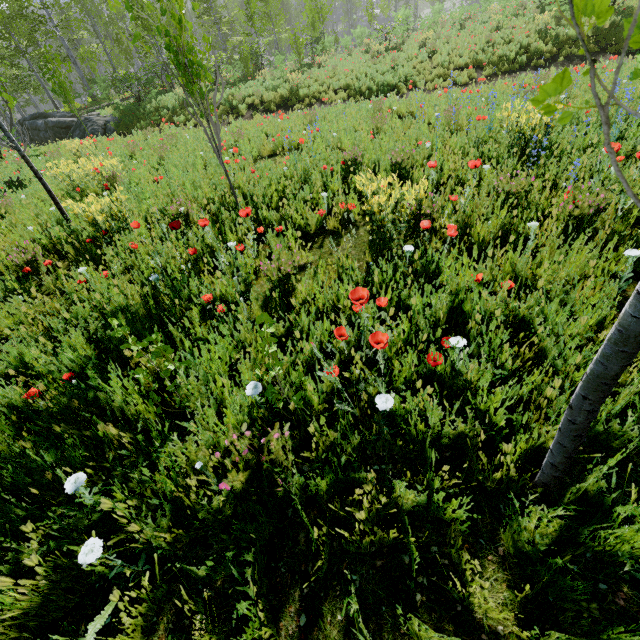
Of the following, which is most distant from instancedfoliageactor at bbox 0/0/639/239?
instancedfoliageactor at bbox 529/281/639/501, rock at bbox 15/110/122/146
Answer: instancedfoliageactor at bbox 529/281/639/501

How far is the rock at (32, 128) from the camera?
16.70m

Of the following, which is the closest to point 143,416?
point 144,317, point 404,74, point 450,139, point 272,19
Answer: point 144,317

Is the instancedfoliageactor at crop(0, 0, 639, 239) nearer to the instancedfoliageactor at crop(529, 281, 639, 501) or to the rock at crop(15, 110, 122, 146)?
the rock at crop(15, 110, 122, 146)

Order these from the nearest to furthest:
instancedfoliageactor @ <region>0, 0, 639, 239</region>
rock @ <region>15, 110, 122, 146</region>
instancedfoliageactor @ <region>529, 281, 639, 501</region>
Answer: instancedfoliageactor @ <region>529, 281, 639, 501</region>, instancedfoliageactor @ <region>0, 0, 639, 239</region>, rock @ <region>15, 110, 122, 146</region>

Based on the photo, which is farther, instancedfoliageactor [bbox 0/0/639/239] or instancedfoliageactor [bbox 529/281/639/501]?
instancedfoliageactor [bbox 0/0/639/239]

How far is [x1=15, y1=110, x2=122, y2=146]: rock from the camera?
16.7 meters

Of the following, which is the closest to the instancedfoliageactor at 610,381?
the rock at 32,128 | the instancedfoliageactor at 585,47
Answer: the instancedfoliageactor at 585,47
